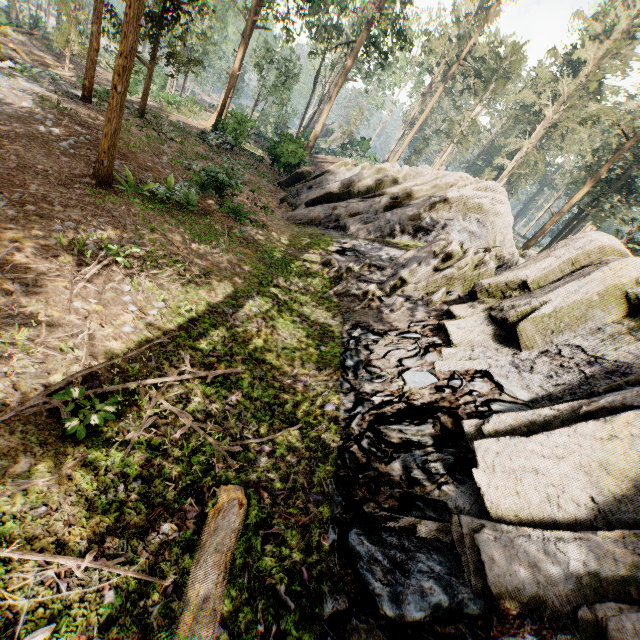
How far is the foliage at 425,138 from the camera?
52.28m

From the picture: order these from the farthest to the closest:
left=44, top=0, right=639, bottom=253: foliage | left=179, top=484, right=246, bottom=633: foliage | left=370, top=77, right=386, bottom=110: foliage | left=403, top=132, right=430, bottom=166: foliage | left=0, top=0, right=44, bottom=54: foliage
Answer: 1. left=403, top=132, right=430, bottom=166: foliage
2. left=370, top=77, right=386, bottom=110: foliage
3. left=0, top=0, right=44, bottom=54: foliage
4. left=44, top=0, right=639, bottom=253: foliage
5. left=179, top=484, right=246, bottom=633: foliage

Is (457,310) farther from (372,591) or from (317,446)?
(372,591)

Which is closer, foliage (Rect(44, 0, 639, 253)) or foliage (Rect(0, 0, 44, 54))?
foliage (Rect(44, 0, 639, 253))

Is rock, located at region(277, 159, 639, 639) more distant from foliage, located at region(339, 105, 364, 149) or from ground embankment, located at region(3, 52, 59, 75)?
ground embankment, located at region(3, 52, 59, 75)

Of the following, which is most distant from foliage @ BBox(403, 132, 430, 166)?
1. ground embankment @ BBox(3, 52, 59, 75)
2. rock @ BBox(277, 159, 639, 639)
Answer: rock @ BBox(277, 159, 639, 639)

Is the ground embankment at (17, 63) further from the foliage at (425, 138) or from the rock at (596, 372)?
the rock at (596, 372)
